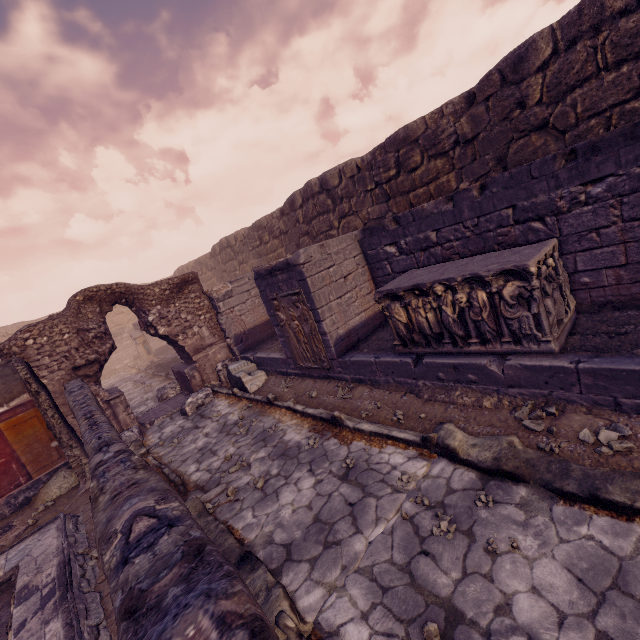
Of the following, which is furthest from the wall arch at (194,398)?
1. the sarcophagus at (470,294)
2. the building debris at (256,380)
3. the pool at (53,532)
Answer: the sarcophagus at (470,294)

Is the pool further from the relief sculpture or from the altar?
the altar

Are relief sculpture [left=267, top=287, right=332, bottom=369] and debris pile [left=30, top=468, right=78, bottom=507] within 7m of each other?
yes

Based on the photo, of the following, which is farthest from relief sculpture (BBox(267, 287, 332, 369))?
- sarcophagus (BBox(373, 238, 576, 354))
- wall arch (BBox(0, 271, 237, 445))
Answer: wall arch (BBox(0, 271, 237, 445))

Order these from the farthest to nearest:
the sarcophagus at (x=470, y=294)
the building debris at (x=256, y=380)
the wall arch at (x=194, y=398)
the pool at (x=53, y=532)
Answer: the building debris at (x=256, y=380)
the wall arch at (x=194, y=398)
the sarcophagus at (x=470, y=294)
the pool at (x=53, y=532)

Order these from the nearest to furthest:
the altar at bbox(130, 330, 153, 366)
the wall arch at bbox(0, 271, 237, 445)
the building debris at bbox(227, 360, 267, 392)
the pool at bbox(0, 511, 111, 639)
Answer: the pool at bbox(0, 511, 111, 639) < the wall arch at bbox(0, 271, 237, 445) < the building debris at bbox(227, 360, 267, 392) < the altar at bbox(130, 330, 153, 366)

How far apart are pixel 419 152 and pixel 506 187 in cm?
437

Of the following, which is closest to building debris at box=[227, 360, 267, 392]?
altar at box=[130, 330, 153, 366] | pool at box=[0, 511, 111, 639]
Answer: pool at box=[0, 511, 111, 639]
